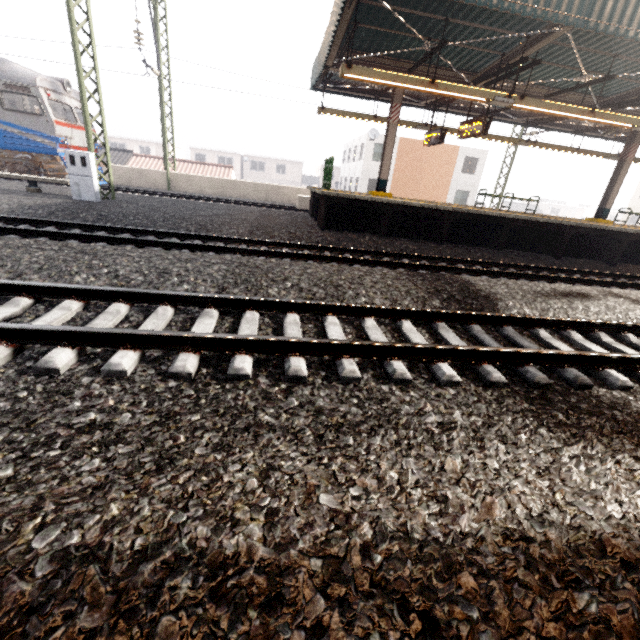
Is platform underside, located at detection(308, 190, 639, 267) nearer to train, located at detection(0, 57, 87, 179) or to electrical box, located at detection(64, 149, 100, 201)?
electrical box, located at detection(64, 149, 100, 201)

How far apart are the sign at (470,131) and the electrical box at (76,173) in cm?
1203

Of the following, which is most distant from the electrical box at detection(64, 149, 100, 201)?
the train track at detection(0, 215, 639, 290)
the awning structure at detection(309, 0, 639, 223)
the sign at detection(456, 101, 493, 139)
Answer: the sign at detection(456, 101, 493, 139)

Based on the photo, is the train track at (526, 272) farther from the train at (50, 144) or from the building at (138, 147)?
the building at (138, 147)

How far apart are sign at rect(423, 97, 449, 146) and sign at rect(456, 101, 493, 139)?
1.3m

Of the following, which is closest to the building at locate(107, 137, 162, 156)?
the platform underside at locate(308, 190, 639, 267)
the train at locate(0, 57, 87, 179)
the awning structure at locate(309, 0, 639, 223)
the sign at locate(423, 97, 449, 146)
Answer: the train at locate(0, 57, 87, 179)

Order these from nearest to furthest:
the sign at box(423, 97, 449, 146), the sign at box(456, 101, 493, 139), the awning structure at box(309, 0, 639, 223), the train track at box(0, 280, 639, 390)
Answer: the train track at box(0, 280, 639, 390) < the awning structure at box(309, 0, 639, 223) < the sign at box(456, 101, 493, 139) < the sign at box(423, 97, 449, 146)

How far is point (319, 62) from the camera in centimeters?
1096cm
